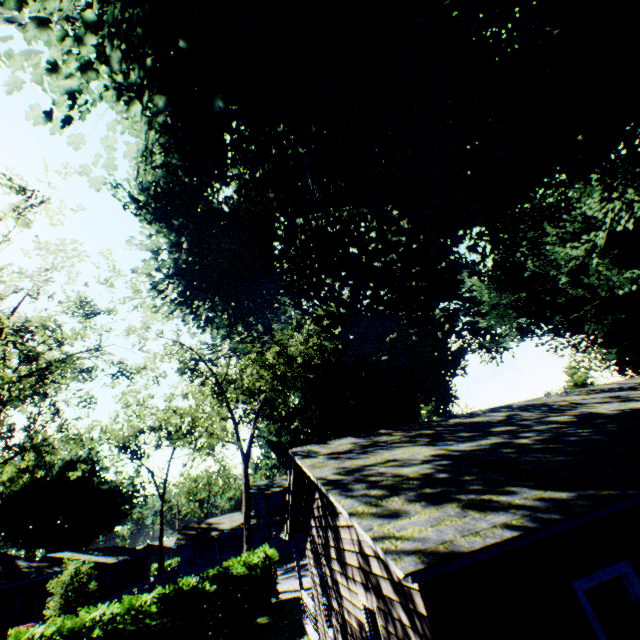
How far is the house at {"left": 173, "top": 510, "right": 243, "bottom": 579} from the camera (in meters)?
41.88

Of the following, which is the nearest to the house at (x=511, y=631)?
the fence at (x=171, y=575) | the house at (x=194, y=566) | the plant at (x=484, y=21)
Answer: the plant at (x=484, y=21)

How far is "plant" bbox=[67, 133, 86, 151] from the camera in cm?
648

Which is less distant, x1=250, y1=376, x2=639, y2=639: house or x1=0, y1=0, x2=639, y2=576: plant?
x1=250, y1=376, x2=639, y2=639: house

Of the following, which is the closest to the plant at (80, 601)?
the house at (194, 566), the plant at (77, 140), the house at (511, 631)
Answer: the house at (194, 566)

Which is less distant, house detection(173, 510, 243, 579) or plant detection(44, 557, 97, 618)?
plant detection(44, 557, 97, 618)

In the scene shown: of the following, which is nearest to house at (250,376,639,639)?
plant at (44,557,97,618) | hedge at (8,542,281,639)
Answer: plant at (44,557,97,618)

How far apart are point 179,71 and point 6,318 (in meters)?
13.74
